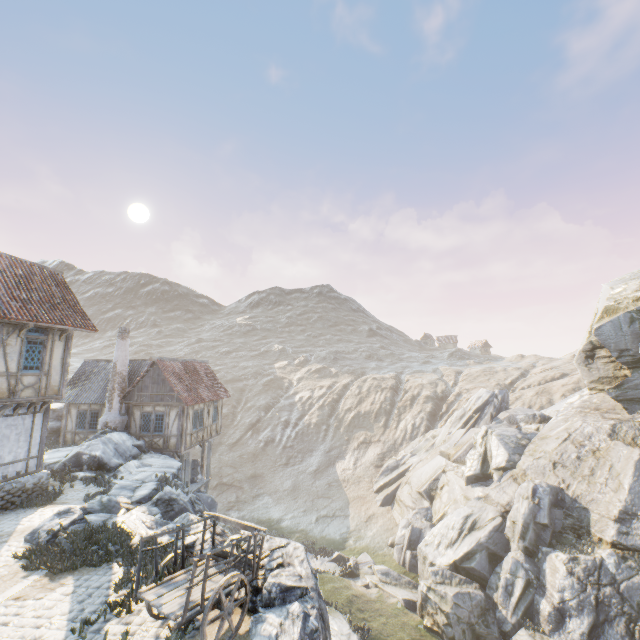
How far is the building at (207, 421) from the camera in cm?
2077

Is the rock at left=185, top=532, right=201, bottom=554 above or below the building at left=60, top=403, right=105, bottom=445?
below

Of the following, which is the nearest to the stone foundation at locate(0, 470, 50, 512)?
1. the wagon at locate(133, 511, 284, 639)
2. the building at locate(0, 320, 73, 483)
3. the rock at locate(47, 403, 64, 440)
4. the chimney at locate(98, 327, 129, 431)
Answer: the building at locate(0, 320, 73, 483)

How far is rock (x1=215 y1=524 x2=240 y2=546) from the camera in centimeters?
907cm

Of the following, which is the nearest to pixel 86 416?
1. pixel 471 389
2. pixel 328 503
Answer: pixel 328 503

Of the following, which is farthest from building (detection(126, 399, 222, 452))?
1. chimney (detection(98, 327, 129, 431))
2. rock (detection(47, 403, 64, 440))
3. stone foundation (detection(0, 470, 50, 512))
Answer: stone foundation (detection(0, 470, 50, 512))

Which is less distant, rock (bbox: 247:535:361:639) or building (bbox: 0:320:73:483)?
rock (bbox: 247:535:361:639)

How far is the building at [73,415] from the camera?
22.0 meters
